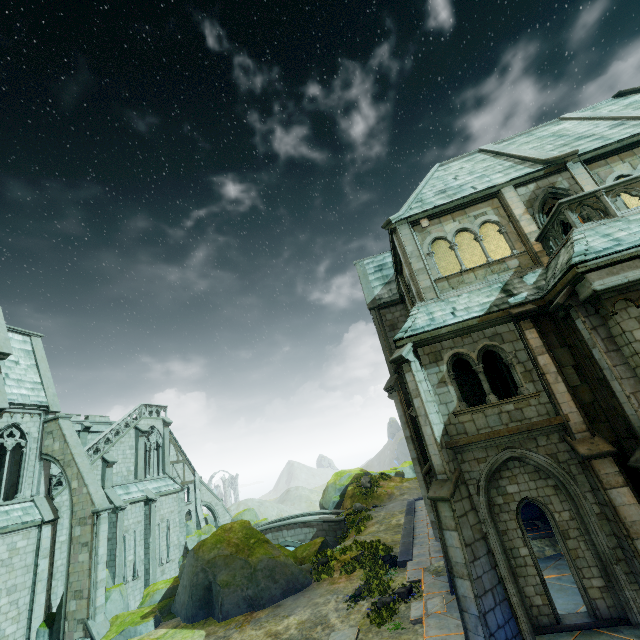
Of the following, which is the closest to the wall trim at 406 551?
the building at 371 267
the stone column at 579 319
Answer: the building at 371 267

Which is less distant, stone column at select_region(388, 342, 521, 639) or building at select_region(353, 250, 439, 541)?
stone column at select_region(388, 342, 521, 639)

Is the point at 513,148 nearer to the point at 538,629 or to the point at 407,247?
the point at 407,247

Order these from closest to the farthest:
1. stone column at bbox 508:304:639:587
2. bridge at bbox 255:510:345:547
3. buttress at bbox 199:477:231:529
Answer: stone column at bbox 508:304:639:587, bridge at bbox 255:510:345:547, buttress at bbox 199:477:231:529

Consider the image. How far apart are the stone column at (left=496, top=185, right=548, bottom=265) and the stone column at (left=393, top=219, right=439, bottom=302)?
3.5 meters

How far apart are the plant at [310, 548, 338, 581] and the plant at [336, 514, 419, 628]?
2.59m

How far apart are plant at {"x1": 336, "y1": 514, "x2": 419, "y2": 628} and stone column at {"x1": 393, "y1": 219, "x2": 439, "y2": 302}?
12.9 meters

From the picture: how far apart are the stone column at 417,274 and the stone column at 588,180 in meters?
6.2
